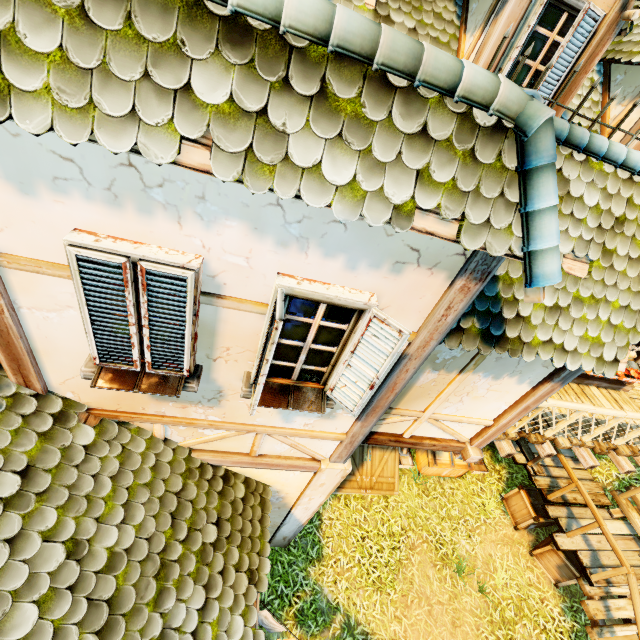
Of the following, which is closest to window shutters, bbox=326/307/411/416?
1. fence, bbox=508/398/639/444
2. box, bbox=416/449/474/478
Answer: fence, bbox=508/398/639/444

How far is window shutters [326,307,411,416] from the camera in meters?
2.5 m

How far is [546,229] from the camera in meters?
2.1 m

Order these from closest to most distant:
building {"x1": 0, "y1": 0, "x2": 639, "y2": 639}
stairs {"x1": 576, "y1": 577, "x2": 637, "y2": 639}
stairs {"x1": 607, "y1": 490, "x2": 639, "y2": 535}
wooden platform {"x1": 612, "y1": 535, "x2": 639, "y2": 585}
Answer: building {"x1": 0, "y1": 0, "x2": 639, "y2": 639} < stairs {"x1": 576, "y1": 577, "x2": 637, "y2": 639} < wooden platform {"x1": 612, "y1": 535, "x2": 639, "y2": 585} < stairs {"x1": 607, "y1": 490, "x2": 639, "y2": 535}

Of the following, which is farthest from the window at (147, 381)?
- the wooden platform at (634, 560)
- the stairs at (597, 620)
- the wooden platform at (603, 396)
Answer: the stairs at (597, 620)

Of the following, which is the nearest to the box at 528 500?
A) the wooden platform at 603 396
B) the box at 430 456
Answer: the box at 430 456

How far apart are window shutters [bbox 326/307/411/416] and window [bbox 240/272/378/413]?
0.0 meters

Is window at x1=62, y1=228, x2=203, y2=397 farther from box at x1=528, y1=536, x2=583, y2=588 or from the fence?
box at x1=528, y1=536, x2=583, y2=588
